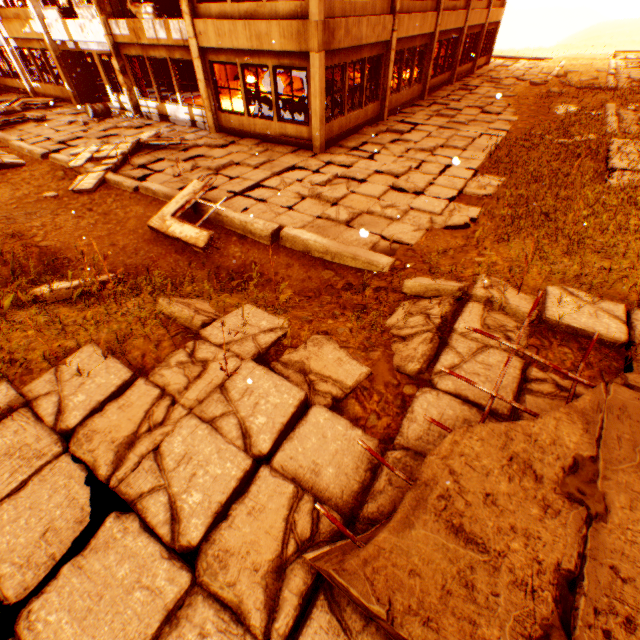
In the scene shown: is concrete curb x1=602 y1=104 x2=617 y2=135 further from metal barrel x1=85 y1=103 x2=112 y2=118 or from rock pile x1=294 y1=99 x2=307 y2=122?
metal barrel x1=85 y1=103 x2=112 y2=118

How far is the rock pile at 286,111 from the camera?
12.37m

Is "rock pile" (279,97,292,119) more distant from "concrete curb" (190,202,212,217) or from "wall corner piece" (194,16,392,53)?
"concrete curb" (190,202,212,217)

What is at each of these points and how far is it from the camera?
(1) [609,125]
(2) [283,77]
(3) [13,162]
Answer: (1) concrete curb, 11.67m
(2) rock pile, 17.20m
(3) floor rubble, 10.37m

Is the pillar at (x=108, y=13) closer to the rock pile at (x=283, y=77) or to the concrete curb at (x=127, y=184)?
the concrete curb at (x=127, y=184)

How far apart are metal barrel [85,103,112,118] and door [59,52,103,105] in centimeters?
2cm

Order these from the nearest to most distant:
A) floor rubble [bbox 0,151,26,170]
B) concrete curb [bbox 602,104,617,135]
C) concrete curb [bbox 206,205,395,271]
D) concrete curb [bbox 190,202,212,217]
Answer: concrete curb [bbox 206,205,395,271] → concrete curb [bbox 190,202,212,217] → floor rubble [bbox 0,151,26,170] → concrete curb [bbox 602,104,617,135]

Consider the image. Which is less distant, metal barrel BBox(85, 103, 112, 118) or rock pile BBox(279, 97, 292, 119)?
rock pile BBox(279, 97, 292, 119)
